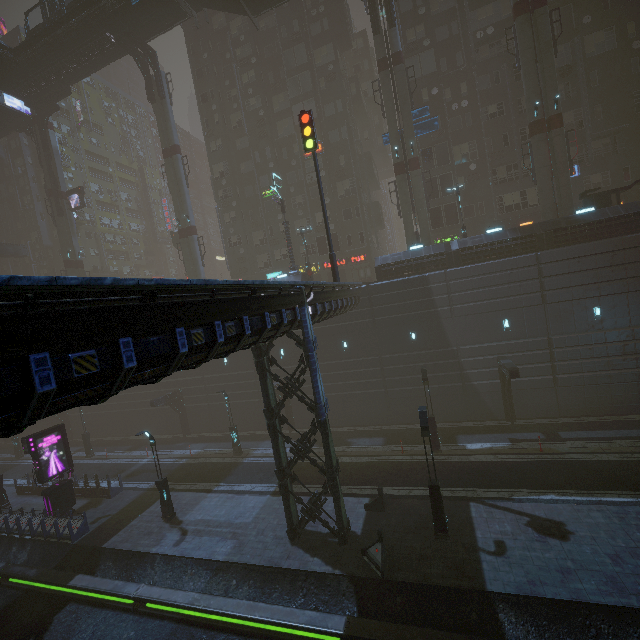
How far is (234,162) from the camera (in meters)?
40.69

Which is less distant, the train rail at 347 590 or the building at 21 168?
the train rail at 347 590

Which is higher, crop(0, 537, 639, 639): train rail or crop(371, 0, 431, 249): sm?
crop(371, 0, 431, 249): sm

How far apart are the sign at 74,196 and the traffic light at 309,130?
35.4m

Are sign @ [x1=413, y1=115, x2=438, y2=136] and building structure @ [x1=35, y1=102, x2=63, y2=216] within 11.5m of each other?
no

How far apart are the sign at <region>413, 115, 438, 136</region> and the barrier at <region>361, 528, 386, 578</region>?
29.96m

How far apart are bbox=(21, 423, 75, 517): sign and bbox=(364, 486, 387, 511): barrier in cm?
2008

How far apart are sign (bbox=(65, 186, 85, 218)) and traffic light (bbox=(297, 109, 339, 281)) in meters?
35.4
